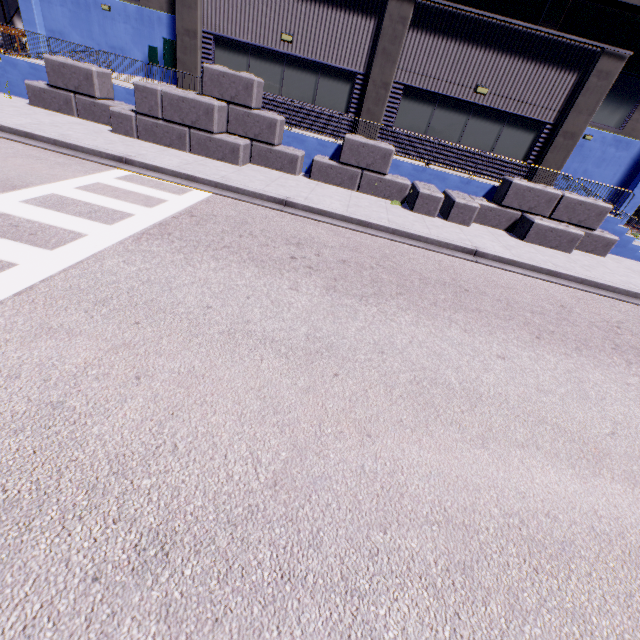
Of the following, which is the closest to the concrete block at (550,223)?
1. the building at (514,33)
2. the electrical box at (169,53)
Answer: the building at (514,33)

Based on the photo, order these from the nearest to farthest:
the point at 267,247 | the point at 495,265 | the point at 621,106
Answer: the point at 267,247 < the point at 495,265 < the point at 621,106

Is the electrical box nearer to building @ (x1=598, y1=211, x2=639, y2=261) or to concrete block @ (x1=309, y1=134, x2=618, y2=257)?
building @ (x1=598, y1=211, x2=639, y2=261)

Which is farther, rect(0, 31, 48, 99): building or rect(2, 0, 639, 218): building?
rect(0, 31, 48, 99): building

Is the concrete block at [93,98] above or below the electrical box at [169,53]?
below

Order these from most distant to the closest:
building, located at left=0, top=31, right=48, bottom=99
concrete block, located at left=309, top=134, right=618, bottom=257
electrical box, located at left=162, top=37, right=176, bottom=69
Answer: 1. electrical box, located at left=162, top=37, right=176, bottom=69
2. building, located at left=0, top=31, right=48, bottom=99
3. concrete block, located at left=309, top=134, right=618, bottom=257

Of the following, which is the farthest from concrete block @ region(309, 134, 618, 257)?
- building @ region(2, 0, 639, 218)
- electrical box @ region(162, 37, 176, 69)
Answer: electrical box @ region(162, 37, 176, 69)
